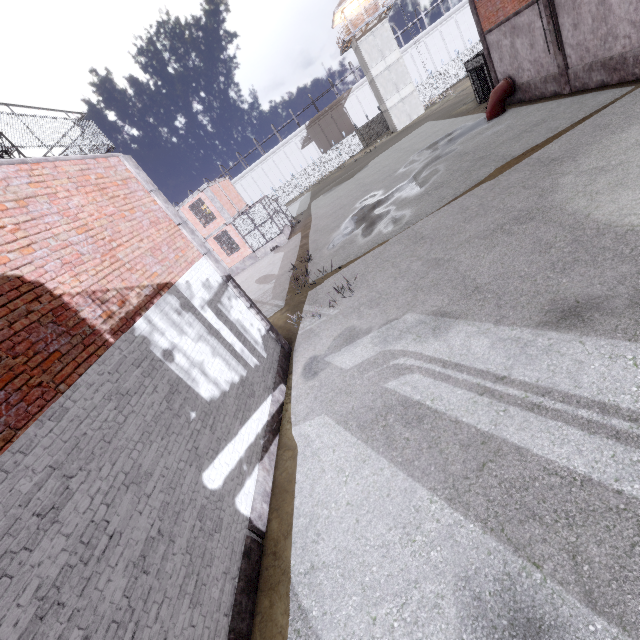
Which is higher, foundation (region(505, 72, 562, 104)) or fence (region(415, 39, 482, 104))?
fence (region(415, 39, 482, 104))

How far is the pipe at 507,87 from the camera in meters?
18.1 m

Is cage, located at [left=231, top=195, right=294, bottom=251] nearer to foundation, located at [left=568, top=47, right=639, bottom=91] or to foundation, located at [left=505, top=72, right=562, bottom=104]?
foundation, located at [left=568, top=47, right=639, bottom=91]

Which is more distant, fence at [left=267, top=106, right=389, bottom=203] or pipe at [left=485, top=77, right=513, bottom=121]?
fence at [left=267, top=106, right=389, bottom=203]

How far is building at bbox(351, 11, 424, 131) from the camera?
38.59m

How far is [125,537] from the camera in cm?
392

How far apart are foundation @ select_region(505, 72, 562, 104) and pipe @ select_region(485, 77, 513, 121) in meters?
0.1

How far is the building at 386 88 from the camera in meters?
38.6 m
